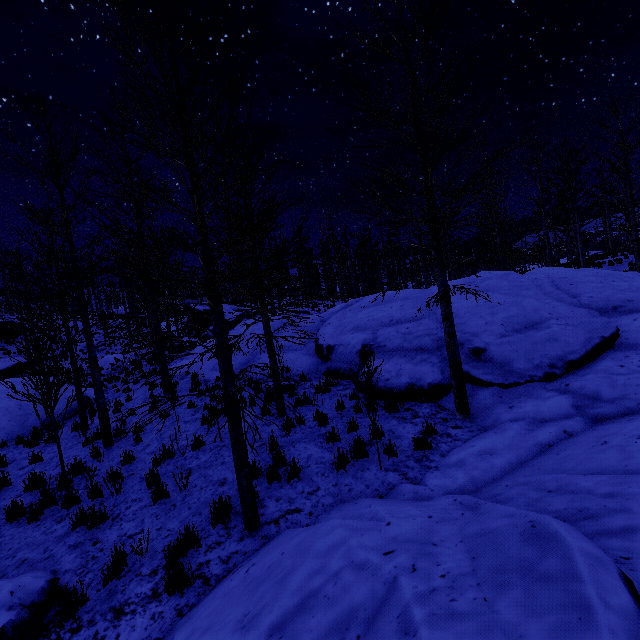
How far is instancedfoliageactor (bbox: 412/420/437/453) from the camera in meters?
6.0

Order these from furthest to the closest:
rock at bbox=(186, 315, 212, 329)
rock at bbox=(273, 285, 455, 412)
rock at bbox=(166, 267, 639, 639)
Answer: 1. rock at bbox=(186, 315, 212, 329)
2. rock at bbox=(273, 285, 455, 412)
3. rock at bbox=(166, 267, 639, 639)

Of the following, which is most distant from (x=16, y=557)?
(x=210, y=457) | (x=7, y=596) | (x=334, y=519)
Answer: (x=334, y=519)

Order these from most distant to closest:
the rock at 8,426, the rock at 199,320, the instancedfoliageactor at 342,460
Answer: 1. the rock at 199,320
2. the rock at 8,426
3. the instancedfoliageactor at 342,460

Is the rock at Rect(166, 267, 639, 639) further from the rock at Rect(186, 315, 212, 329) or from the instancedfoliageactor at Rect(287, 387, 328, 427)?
the rock at Rect(186, 315, 212, 329)

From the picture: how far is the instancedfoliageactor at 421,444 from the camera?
6.0 meters
